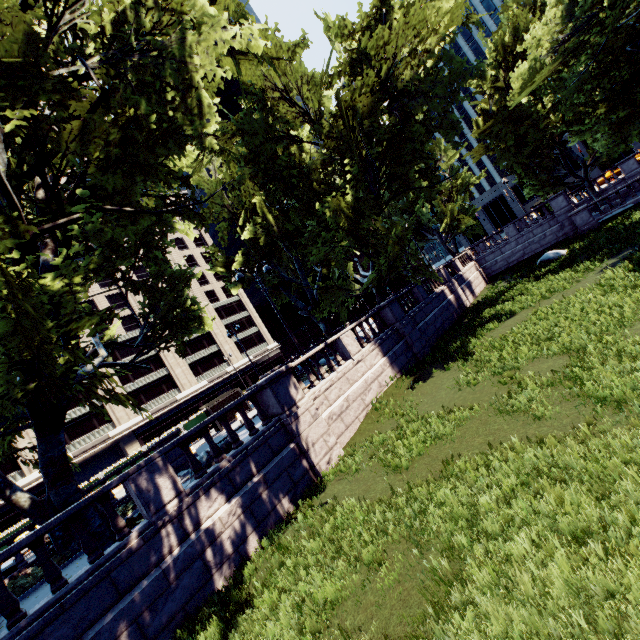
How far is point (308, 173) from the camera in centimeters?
2047cm

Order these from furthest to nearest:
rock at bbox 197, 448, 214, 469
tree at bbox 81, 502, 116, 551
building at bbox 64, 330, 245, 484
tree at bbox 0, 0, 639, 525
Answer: building at bbox 64, 330, 245, 484 < rock at bbox 197, 448, 214, 469 < tree at bbox 81, 502, 116, 551 < tree at bbox 0, 0, 639, 525

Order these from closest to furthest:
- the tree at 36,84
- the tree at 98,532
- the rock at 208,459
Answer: the tree at 36,84 < the tree at 98,532 < the rock at 208,459

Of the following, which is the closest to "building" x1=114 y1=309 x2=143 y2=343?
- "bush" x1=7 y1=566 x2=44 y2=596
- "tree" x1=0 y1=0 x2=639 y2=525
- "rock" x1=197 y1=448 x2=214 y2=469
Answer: "tree" x1=0 y1=0 x2=639 y2=525

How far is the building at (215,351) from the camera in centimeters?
4256cm

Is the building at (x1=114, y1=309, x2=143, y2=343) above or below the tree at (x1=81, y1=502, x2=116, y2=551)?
above

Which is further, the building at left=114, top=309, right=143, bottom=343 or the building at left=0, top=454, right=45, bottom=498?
the building at left=114, top=309, right=143, bottom=343

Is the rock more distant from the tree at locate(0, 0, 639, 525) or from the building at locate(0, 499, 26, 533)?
the building at locate(0, 499, 26, 533)
